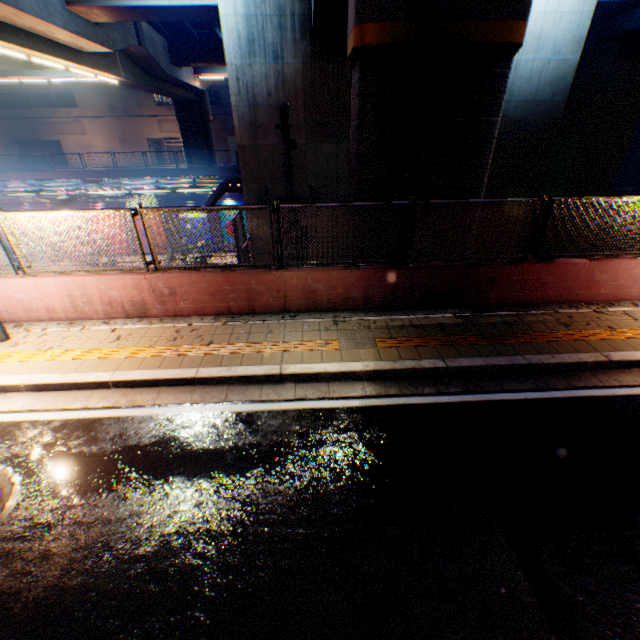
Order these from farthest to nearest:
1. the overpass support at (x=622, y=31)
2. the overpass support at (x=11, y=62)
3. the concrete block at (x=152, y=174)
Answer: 1. the concrete block at (x=152, y=174)
2. the overpass support at (x=11, y=62)
3. the overpass support at (x=622, y=31)

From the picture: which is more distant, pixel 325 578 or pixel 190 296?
pixel 190 296

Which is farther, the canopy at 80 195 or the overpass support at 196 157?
the overpass support at 196 157

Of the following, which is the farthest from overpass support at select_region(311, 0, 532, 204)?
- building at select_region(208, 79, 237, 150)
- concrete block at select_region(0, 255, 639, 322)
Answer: building at select_region(208, 79, 237, 150)

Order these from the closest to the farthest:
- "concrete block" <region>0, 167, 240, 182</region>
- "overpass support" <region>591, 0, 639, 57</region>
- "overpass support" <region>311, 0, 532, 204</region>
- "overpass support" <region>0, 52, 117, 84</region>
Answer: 1. "overpass support" <region>311, 0, 532, 204</region>
2. "overpass support" <region>591, 0, 639, 57</region>
3. "overpass support" <region>0, 52, 117, 84</region>
4. "concrete block" <region>0, 167, 240, 182</region>

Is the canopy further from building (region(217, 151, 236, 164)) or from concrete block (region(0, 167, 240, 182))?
building (region(217, 151, 236, 164))

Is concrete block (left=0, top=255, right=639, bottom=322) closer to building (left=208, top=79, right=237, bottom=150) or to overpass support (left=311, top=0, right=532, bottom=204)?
overpass support (left=311, top=0, right=532, bottom=204)

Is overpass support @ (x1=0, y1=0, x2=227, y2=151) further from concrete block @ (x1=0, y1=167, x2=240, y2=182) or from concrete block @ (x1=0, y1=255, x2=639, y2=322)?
concrete block @ (x1=0, y1=167, x2=240, y2=182)
